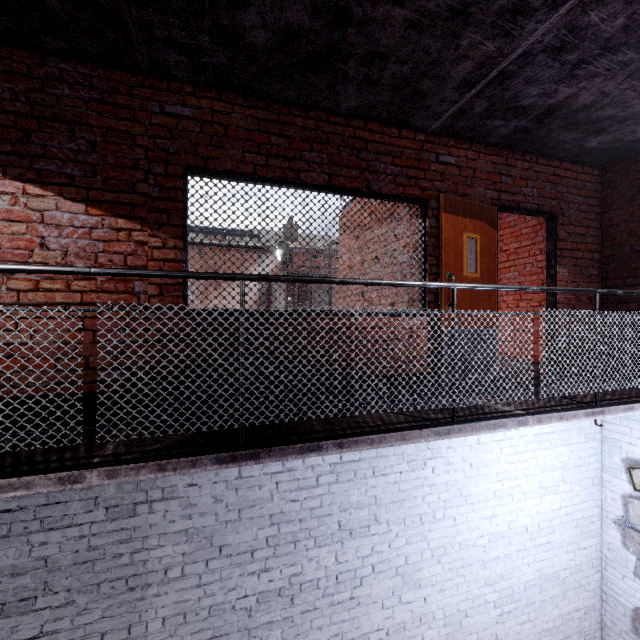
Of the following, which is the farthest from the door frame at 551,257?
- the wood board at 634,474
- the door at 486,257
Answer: the wood board at 634,474

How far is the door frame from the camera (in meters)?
4.13

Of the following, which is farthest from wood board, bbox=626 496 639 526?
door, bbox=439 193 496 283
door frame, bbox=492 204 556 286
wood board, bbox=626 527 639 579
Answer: door, bbox=439 193 496 283

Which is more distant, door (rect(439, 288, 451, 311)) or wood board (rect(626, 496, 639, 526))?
wood board (rect(626, 496, 639, 526))

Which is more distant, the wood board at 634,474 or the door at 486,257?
the wood board at 634,474

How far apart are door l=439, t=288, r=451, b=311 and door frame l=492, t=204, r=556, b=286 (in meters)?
0.00

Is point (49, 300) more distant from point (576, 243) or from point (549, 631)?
point (549, 631)
